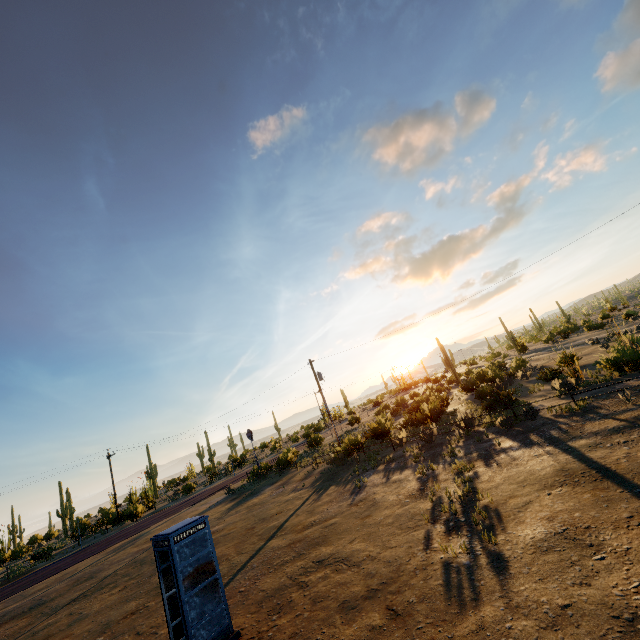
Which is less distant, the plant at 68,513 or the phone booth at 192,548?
the phone booth at 192,548

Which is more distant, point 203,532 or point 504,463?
point 504,463

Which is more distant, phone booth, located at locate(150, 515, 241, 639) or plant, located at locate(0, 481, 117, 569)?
plant, located at locate(0, 481, 117, 569)
